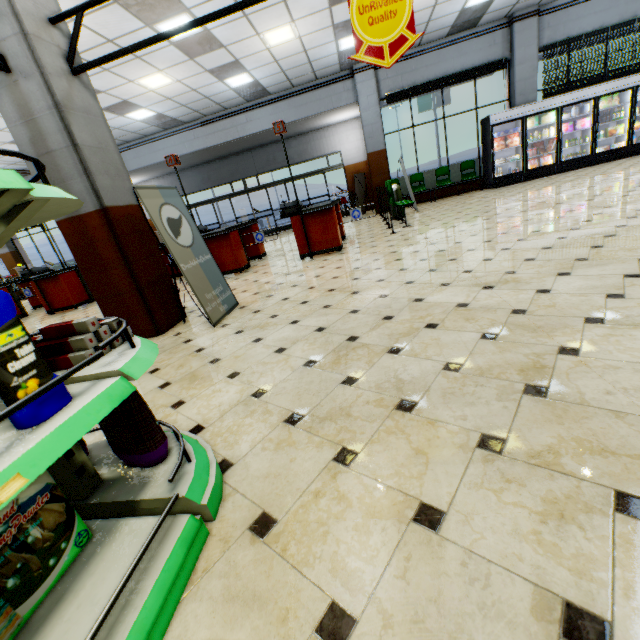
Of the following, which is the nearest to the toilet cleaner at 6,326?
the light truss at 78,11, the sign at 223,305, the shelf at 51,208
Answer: the shelf at 51,208

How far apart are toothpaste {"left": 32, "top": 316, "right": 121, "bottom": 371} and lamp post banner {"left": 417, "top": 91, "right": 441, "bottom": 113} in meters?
27.8

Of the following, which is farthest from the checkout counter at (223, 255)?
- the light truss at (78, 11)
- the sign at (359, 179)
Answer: the sign at (359, 179)

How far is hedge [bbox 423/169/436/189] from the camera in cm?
1236

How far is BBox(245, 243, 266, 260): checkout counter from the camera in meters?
8.3 m

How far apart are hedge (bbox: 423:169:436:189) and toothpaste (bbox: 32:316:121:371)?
13.0m

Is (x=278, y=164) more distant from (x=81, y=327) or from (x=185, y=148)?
(x=81, y=327)

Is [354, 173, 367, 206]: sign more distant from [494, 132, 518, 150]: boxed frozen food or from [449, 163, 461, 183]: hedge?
[494, 132, 518, 150]: boxed frozen food
